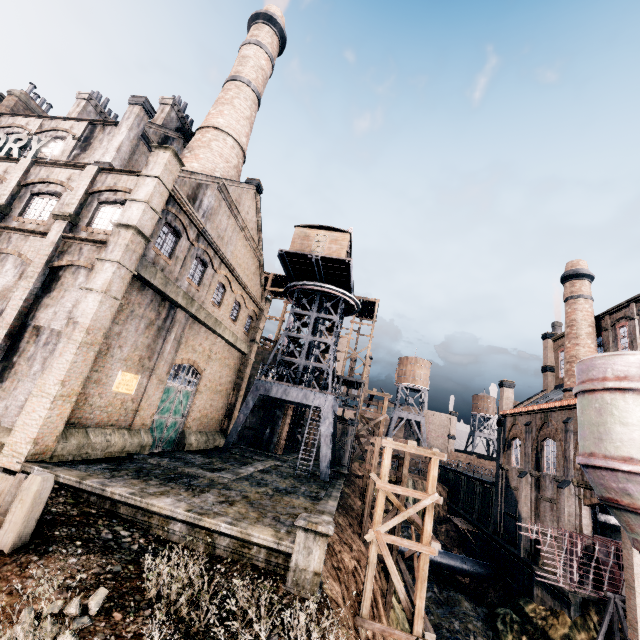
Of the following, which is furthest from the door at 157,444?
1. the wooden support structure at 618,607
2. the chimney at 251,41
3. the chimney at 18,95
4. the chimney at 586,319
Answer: the chimney at 18,95

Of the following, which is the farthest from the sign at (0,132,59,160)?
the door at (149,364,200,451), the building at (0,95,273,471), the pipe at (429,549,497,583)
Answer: the pipe at (429,549,497,583)

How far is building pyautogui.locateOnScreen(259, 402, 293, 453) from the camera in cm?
3653

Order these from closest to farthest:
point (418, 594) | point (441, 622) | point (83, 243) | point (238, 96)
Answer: point (418, 594)
point (83, 243)
point (441, 622)
point (238, 96)

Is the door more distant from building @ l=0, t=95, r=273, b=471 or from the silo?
the silo

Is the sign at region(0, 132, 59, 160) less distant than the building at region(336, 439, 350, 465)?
Yes

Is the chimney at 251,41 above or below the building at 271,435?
above

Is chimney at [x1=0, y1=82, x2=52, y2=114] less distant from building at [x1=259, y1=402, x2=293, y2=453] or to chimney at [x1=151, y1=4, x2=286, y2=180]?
building at [x1=259, y1=402, x2=293, y2=453]
